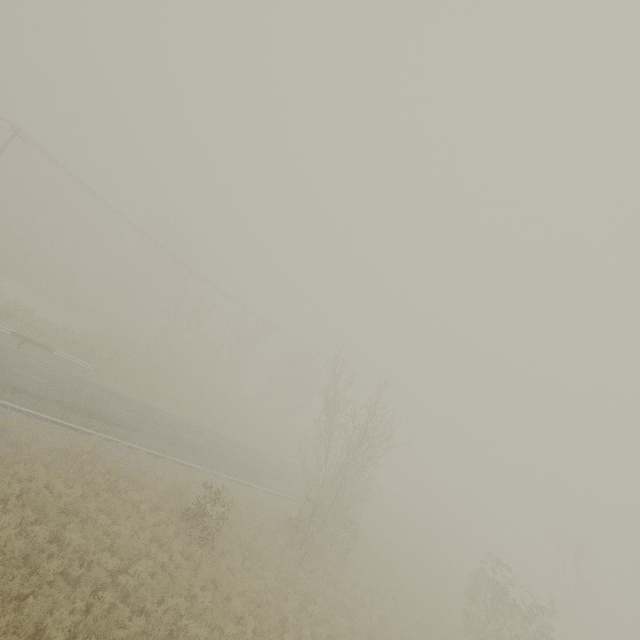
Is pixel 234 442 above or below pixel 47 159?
below
